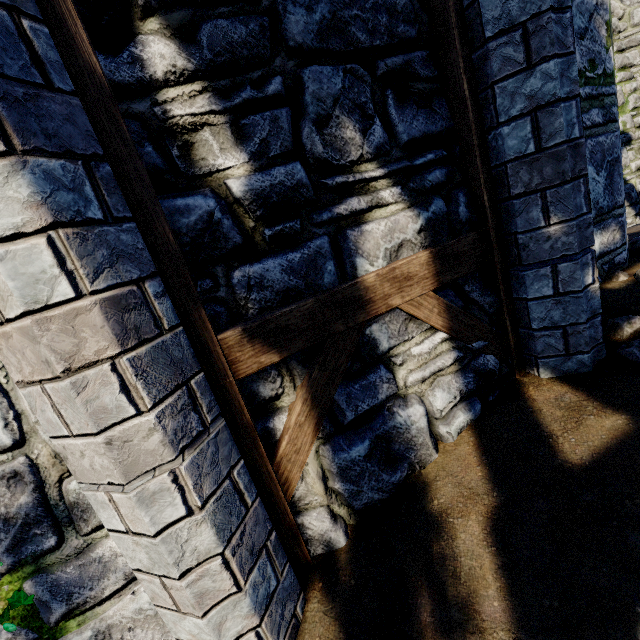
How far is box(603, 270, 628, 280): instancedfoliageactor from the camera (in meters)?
3.25

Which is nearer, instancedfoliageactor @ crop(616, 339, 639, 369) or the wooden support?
the wooden support

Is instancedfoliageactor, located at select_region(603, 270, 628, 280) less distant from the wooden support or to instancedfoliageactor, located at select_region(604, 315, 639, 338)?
instancedfoliageactor, located at select_region(604, 315, 639, 338)

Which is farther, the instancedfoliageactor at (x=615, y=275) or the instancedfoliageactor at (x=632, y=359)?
the instancedfoliageactor at (x=615, y=275)

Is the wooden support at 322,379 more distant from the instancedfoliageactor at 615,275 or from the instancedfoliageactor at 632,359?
the instancedfoliageactor at 615,275

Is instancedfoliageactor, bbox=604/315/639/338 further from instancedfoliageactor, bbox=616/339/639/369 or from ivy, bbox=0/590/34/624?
ivy, bbox=0/590/34/624

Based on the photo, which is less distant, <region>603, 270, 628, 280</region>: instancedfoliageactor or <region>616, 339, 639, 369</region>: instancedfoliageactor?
<region>616, 339, 639, 369</region>: instancedfoliageactor

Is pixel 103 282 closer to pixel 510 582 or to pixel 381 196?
pixel 381 196
